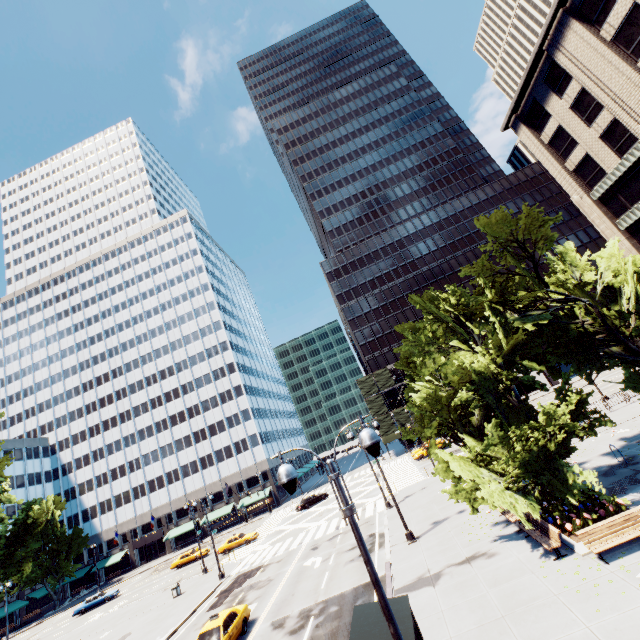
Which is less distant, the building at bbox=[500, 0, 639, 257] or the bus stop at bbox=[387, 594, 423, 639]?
the bus stop at bbox=[387, 594, 423, 639]

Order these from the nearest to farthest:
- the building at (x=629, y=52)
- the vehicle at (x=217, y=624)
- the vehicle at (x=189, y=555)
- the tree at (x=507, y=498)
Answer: the tree at (x=507, y=498)
the vehicle at (x=217, y=624)
the building at (x=629, y=52)
the vehicle at (x=189, y=555)

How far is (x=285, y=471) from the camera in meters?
6.5 m

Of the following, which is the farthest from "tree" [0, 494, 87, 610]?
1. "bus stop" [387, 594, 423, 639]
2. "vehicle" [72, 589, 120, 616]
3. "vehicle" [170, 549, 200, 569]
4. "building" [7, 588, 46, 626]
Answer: "vehicle" [170, 549, 200, 569]

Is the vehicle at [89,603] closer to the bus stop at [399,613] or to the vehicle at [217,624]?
the vehicle at [217,624]

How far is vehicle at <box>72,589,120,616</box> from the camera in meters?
42.2 m

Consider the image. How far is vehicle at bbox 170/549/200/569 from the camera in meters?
44.3 m

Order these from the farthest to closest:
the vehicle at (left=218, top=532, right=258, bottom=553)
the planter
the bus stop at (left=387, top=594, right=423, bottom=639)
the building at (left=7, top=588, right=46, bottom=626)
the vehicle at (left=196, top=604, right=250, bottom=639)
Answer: the building at (left=7, top=588, right=46, bottom=626)
the vehicle at (left=218, top=532, right=258, bottom=553)
the vehicle at (left=196, top=604, right=250, bottom=639)
the planter
the bus stop at (left=387, top=594, right=423, bottom=639)
